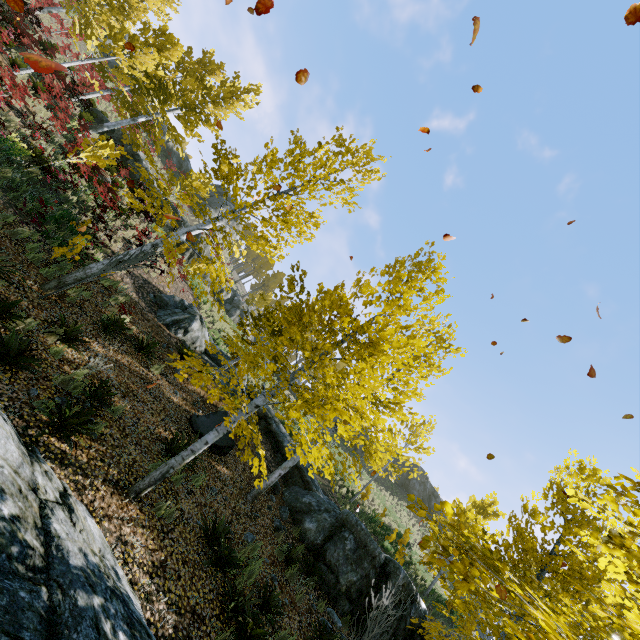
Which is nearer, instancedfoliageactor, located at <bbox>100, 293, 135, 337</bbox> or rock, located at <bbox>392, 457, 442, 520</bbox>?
instancedfoliageactor, located at <bbox>100, 293, 135, 337</bbox>

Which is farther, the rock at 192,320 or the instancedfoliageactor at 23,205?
the rock at 192,320

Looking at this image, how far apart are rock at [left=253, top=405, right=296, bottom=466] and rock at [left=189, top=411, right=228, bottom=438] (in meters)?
3.66

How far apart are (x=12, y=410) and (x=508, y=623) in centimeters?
654cm

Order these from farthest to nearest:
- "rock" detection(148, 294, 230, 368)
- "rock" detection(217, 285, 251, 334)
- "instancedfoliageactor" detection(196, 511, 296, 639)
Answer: "rock" detection(217, 285, 251, 334)
"rock" detection(148, 294, 230, 368)
"instancedfoliageactor" detection(196, 511, 296, 639)

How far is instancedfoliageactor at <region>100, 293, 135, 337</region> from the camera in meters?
8.9 m

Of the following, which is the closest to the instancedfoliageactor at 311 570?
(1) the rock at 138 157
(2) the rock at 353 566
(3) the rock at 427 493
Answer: (2) the rock at 353 566
